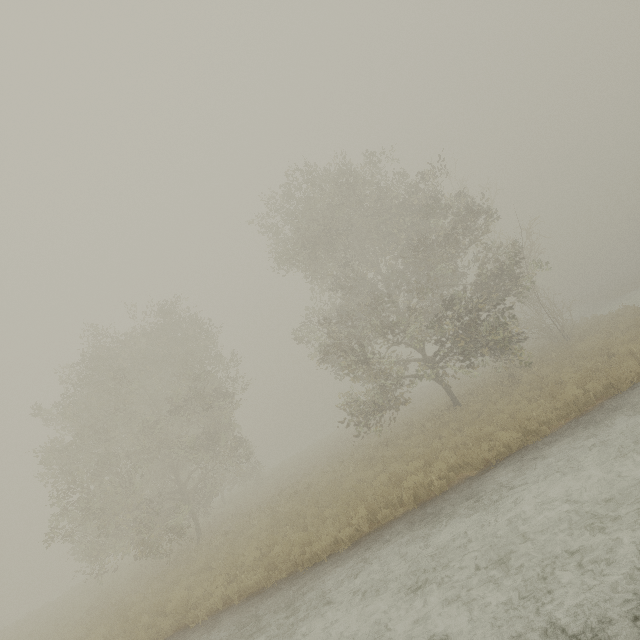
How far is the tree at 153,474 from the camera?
15.9m

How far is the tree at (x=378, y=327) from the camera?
15.80m

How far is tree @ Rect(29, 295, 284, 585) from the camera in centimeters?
1594cm

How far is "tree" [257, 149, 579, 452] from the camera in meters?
15.8

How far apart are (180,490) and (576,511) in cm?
2087
